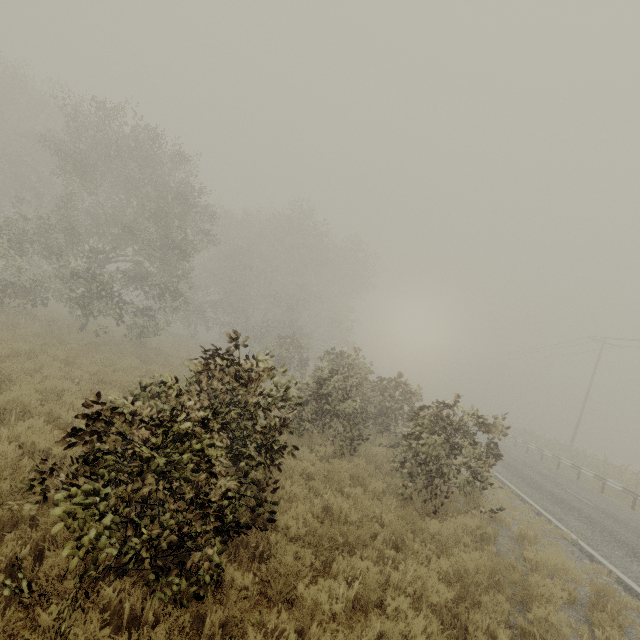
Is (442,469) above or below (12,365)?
above
